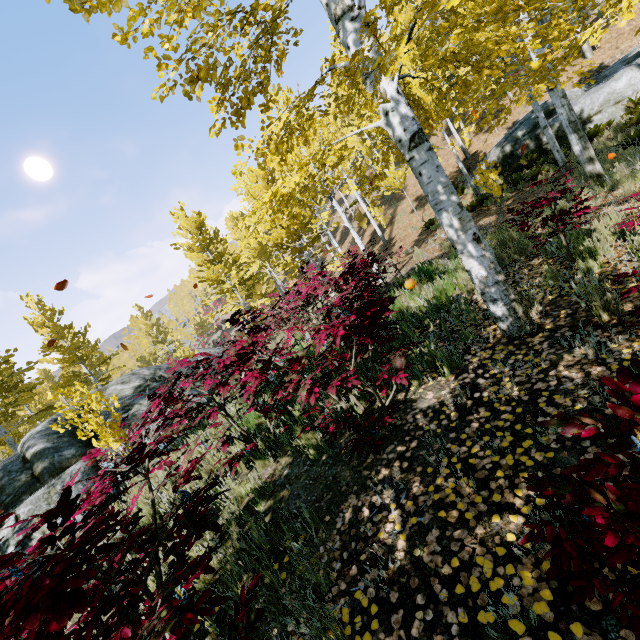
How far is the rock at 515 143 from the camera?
14.95m

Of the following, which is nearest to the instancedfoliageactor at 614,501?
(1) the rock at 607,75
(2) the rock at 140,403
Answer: (1) the rock at 607,75

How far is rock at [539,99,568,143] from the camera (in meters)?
14.15

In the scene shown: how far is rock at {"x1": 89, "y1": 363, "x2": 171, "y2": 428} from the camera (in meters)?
8.35

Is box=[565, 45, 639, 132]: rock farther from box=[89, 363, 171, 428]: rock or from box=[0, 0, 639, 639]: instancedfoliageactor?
box=[89, 363, 171, 428]: rock

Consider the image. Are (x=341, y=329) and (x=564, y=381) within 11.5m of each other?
yes
